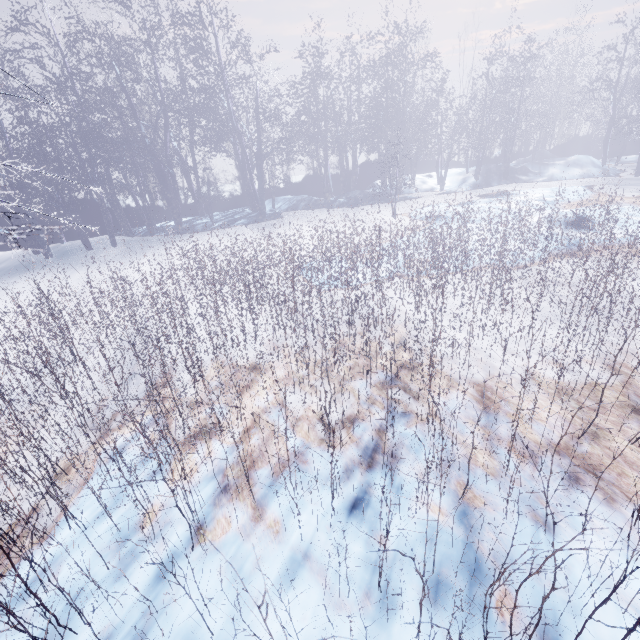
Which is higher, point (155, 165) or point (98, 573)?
point (155, 165)

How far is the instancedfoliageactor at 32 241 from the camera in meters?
10.5

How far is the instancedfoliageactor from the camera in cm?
1055
